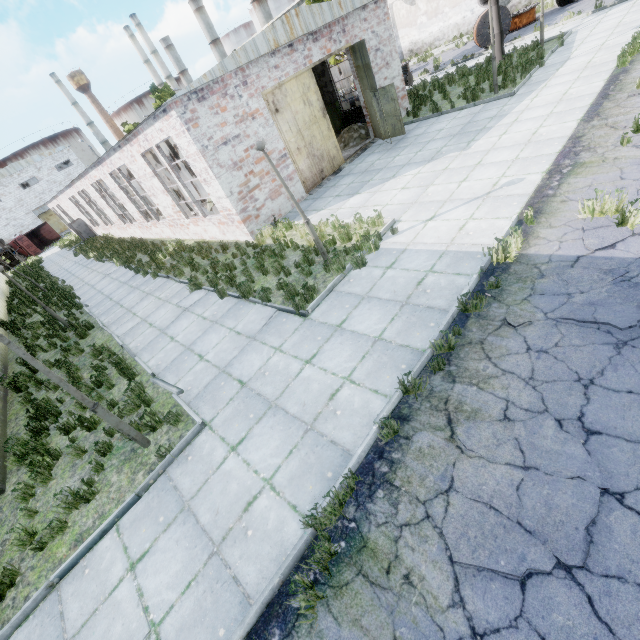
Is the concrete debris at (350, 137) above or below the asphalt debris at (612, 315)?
above

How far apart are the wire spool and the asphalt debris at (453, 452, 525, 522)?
27.2 meters

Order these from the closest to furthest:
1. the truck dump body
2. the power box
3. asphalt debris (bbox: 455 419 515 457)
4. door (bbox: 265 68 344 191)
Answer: asphalt debris (bbox: 455 419 515 457) < door (bbox: 265 68 344 191) < the power box < the truck dump body

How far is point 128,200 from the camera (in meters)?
19.30

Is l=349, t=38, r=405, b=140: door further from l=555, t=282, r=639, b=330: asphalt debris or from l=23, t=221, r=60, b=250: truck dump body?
l=23, t=221, r=60, b=250: truck dump body

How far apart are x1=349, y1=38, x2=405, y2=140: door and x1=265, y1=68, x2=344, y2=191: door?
2.0m

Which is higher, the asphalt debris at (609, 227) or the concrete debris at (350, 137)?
the concrete debris at (350, 137)

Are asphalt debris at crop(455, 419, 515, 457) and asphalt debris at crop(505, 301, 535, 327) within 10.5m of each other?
yes
